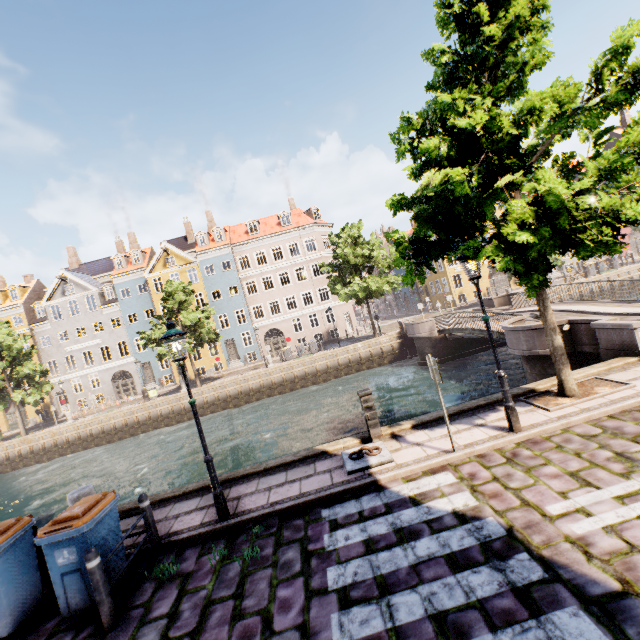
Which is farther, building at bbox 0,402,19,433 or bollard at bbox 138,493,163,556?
building at bbox 0,402,19,433

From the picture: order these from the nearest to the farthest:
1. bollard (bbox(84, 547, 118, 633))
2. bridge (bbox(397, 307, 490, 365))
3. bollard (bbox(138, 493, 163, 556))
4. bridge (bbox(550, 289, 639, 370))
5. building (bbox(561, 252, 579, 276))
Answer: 1. bollard (bbox(84, 547, 118, 633))
2. bollard (bbox(138, 493, 163, 556))
3. bridge (bbox(550, 289, 639, 370))
4. bridge (bbox(397, 307, 490, 365))
5. building (bbox(561, 252, 579, 276))

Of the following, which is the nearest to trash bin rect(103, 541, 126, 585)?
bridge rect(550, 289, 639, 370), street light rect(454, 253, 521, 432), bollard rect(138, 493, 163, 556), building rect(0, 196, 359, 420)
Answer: bollard rect(138, 493, 163, 556)

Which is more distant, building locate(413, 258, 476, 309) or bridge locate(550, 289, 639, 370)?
building locate(413, 258, 476, 309)

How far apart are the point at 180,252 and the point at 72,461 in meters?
22.3

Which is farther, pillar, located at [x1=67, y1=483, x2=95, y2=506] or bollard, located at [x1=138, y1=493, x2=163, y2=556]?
pillar, located at [x1=67, y1=483, x2=95, y2=506]

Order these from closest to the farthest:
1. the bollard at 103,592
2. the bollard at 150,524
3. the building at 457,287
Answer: the bollard at 103,592
the bollard at 150,524
the building at 457,287

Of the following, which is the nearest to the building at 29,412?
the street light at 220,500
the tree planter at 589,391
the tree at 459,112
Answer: the tree at 459,112
